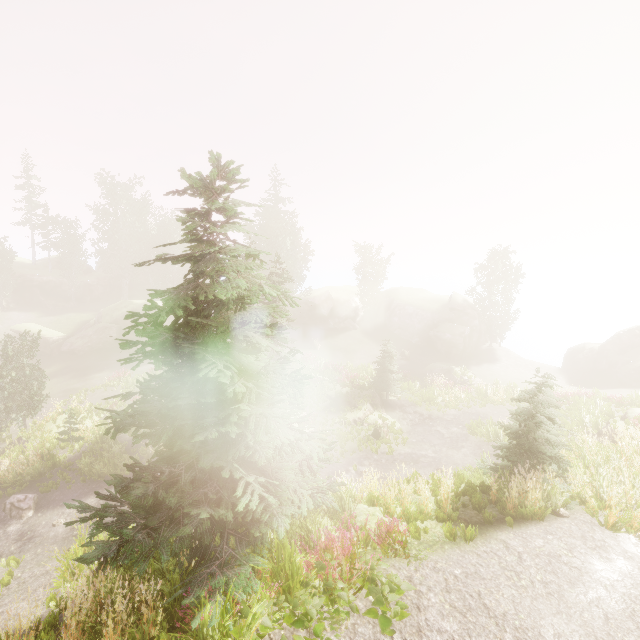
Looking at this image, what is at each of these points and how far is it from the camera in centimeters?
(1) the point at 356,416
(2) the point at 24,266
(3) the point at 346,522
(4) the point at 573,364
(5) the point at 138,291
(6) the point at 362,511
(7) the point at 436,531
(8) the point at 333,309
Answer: (1) rock, 2273cm
(2) rock, 4606cm
(3) instancedfoliageactor, 764cm
(4) rock, 3800cm
(5) rock, 5594cm
(6) rock, 827cm
(7) rock, 754cm
(8) rock, 4506cm

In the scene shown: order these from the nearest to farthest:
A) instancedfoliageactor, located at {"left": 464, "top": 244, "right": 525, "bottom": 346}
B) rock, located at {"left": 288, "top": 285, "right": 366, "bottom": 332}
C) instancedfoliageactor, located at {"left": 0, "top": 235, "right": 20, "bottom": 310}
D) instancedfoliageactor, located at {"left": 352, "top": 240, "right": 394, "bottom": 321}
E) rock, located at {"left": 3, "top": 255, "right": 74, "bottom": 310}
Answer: instancedfoliageactor, located at {"left": 0, "top": 235, "right": 20, "bottom": 310} < instancedfoliageactor, located at {"left": 464, "top": 244, "right": 525, "bottom": 346} < rock, located at {"left": 3, "top": 255, "right": 74, "bottom": 310} < rock, located at {"left": 288, "top": 285, "right": 366, "bottom": 332} < instancedfoliageactor, located at {"left": 352, "top": 240, "right": 394, "bottom": 321}

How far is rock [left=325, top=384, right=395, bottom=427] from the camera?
22.8 meters

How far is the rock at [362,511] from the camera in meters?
7.8

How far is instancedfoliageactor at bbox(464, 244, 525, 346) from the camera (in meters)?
40.12

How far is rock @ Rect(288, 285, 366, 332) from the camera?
44.00m

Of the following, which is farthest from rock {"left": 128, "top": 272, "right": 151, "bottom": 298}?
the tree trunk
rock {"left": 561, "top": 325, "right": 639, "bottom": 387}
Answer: rock {"left": 561, "top": 325, "right": 639, "bottom": 387}

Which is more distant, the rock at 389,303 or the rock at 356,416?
the rock at 389,303
